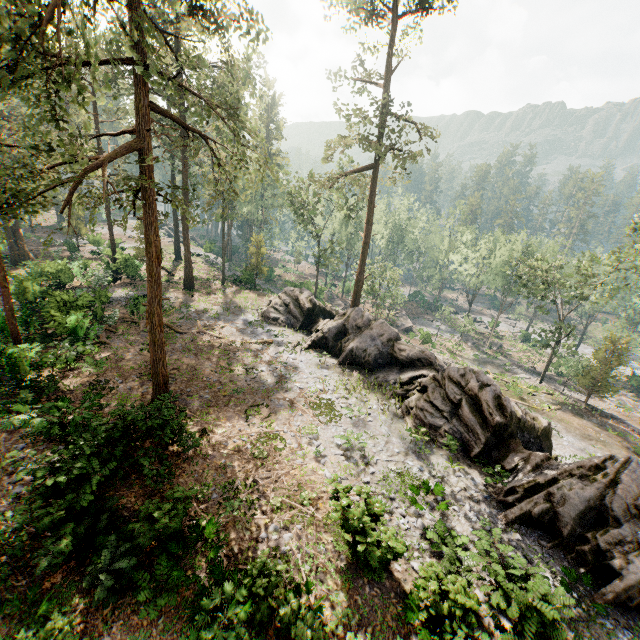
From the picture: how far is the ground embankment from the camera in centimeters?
5328cm

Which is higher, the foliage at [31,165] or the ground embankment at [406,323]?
the foliage at [31,165]

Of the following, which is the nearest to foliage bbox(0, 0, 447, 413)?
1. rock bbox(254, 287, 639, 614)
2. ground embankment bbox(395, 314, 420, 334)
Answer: rock bbox(254, 287, 639, 614)

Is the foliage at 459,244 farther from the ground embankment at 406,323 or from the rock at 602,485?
the ground embankment at 406,323

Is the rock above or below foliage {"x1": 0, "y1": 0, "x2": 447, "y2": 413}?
below

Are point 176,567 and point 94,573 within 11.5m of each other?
yes
